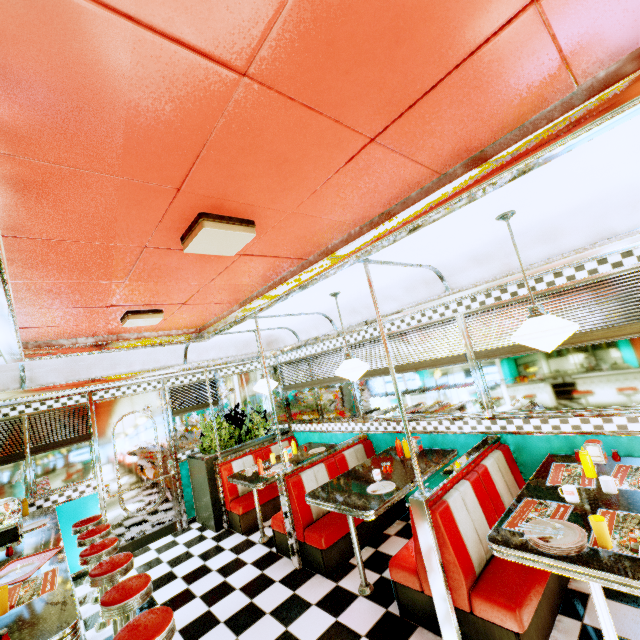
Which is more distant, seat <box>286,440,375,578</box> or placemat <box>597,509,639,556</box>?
seat <box>286,440,375,578</box>

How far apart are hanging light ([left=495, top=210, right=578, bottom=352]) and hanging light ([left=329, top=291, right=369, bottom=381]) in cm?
163

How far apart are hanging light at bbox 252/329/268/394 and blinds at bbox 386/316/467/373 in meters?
1.2

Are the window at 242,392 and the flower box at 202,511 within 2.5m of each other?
yes

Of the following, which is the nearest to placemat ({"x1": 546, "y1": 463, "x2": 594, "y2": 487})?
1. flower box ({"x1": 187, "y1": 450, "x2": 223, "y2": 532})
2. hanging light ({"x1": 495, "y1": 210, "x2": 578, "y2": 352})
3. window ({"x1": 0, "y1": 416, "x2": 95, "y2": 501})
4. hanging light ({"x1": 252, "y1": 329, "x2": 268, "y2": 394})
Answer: hanging light ({"x1": 495, "y1": 210, "x2": 578, "y2": 352})

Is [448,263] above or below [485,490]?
above

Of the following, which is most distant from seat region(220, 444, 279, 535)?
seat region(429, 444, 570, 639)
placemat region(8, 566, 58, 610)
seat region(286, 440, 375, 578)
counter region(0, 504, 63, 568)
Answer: seat region(429, 444, 570, 639)

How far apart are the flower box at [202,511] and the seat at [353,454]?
2.10m
